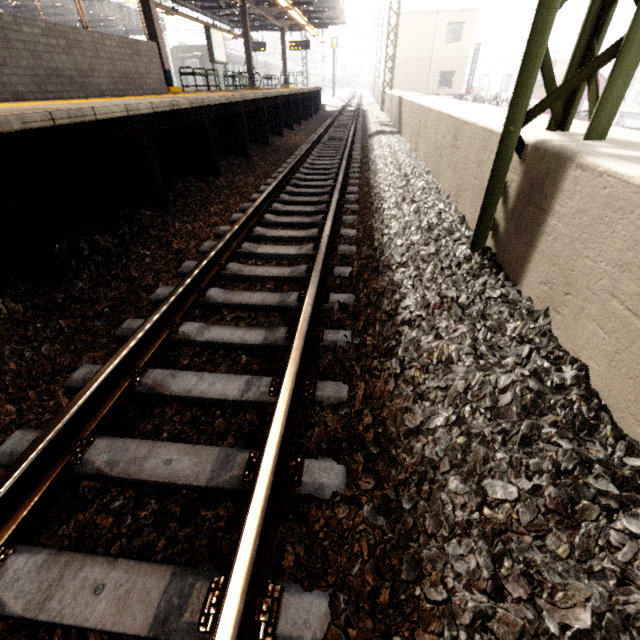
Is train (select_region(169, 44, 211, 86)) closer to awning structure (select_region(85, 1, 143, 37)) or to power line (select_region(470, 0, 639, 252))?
awning structure (select_region(85, 1, 143, 37))

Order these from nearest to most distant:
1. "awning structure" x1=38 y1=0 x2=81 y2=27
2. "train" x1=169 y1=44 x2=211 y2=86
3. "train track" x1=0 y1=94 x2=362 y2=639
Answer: "train track" x1=0 y1=94 x2=362 y2=639 < "awning structure" x1=38 y1=0 x2=81 y2=27 < "train" x1=169 y1=44 x2=211 y2=86

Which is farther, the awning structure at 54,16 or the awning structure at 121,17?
the awning structure at 121,17

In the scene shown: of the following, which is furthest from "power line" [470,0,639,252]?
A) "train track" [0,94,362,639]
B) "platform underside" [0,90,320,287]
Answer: "platform underside" [0,90,320,287]

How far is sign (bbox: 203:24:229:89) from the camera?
12.5m

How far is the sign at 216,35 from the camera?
12.53m

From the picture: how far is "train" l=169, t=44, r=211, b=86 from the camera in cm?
2889

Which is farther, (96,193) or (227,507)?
(96,193)
